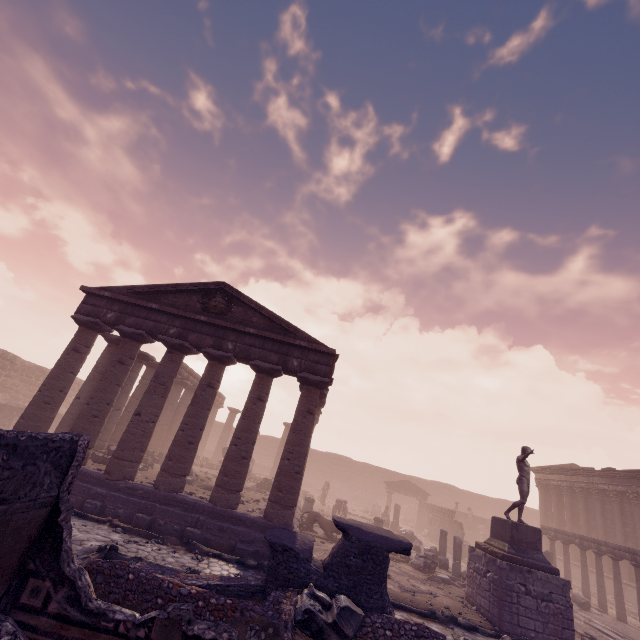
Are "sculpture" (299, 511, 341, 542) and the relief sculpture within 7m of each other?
no

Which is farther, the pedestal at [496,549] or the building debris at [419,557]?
the building debris at [419,557]

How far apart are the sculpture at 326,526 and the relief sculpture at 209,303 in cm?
1051

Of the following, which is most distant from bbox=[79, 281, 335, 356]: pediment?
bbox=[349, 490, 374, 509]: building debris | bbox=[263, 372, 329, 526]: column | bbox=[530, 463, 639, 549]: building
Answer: bbox=[349, 490, 374, 509]: building debris

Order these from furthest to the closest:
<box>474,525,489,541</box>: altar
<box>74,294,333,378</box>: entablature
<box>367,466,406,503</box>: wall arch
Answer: <box>367,466,406,503</box>: wall arch
<box>474,525,489,541</box>: altar
<box>74,294,333,378</box>: entablature

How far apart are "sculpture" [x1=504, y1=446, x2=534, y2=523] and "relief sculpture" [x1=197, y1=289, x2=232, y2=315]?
13.2 meters

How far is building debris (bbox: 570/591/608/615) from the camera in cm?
1475

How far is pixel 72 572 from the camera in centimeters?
321cm
